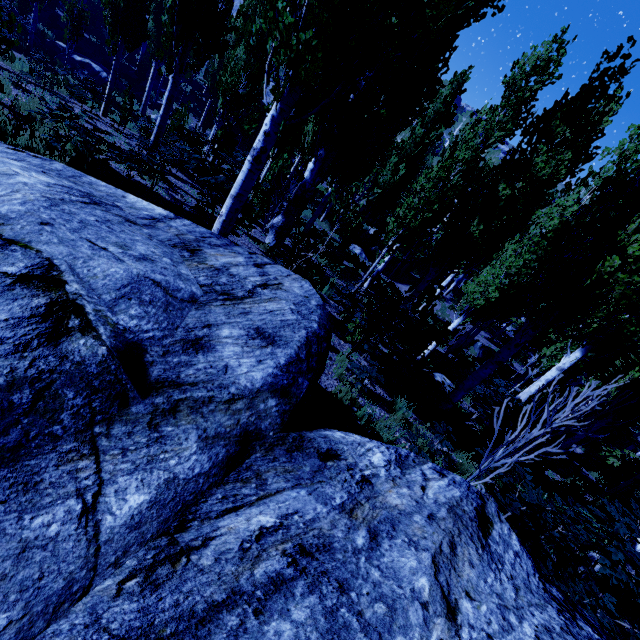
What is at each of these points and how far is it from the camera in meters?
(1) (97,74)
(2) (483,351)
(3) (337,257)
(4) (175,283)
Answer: (1) rock, 20.1 m
(2) rock, 21.2 m
(3) rock, 15.3 m
(4) rock, 2.7 m

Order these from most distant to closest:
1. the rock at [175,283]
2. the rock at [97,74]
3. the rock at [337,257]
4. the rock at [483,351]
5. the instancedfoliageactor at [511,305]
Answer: the rock at [483,351] < the rock at [97,74] < the rock at [337,257] < the instancedfoliageactor at [511,305] < the rock at [175,283]

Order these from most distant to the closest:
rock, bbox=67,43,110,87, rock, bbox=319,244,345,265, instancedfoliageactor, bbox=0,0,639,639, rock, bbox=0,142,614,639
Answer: rock, bbox=67,43,110,87 < rock, bbox=319,244,345,265 < instancedfoliageactor, bbox=0,0,639,639 < rock, bbox=0,142,614,639

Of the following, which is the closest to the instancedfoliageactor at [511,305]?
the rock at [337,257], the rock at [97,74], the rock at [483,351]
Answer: the rock at [97,74]

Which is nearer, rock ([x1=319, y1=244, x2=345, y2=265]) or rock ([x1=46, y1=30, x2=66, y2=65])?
rock ([x1=319, y1=244, x2=345, y2=265])

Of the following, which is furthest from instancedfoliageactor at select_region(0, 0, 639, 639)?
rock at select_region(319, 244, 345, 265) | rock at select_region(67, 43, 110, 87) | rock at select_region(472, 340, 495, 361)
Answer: rock at select_region(472, 340, 495, 361)

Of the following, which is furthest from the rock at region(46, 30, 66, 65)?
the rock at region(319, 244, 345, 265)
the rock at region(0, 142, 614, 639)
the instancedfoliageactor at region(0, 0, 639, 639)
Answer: the rock at region(0, 142, 614, 639)

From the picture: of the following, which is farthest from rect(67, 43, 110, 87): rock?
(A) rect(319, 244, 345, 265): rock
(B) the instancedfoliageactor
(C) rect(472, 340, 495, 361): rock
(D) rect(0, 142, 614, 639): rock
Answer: (C) rect(472, 340, 495, 361): rock
